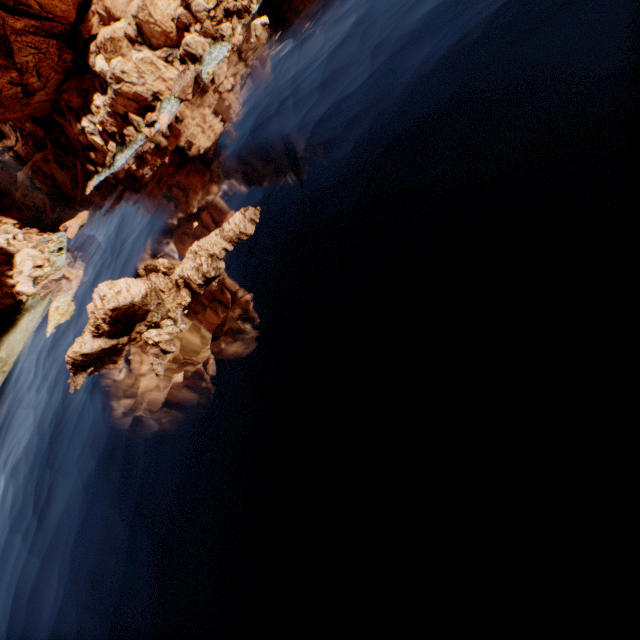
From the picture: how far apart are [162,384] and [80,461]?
6.8m

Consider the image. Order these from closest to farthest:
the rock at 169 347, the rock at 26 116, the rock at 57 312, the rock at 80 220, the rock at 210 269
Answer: the rock at 169 347 → the rock at 210 269 → the rock at 57 312 → the rock at 26 116 → the rock at 80 220

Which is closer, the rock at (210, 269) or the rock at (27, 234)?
the rock at (210, 269)

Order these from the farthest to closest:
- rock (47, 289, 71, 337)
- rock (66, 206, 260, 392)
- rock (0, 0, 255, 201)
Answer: rock (0, 0, 255, 201), rock (47, 289, 71, 337), rock (66, 206, 260, 392)

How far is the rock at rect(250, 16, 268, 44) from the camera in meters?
30.7 m

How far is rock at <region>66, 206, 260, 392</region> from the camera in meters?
16.2 m

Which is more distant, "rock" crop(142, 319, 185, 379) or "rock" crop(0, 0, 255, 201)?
"rock" crop(0, 0, 255, 201)
